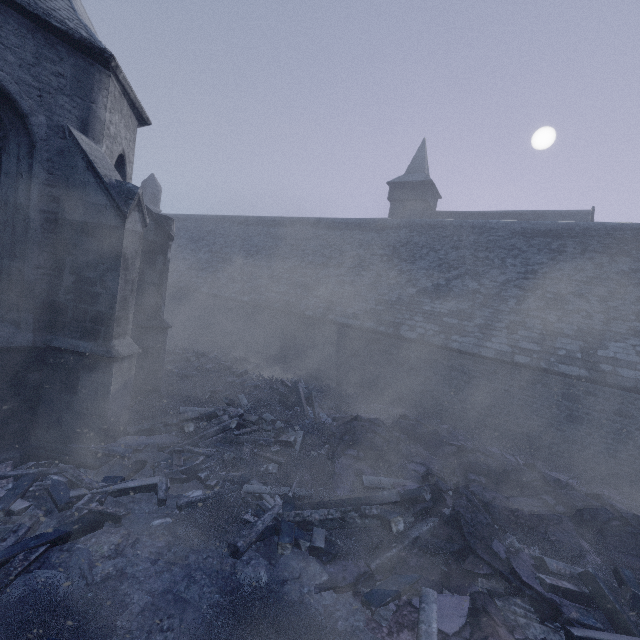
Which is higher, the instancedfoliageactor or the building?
the building

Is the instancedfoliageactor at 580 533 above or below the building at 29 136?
below

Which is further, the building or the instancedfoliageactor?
the building

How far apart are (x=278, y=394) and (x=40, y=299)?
7.1 meters

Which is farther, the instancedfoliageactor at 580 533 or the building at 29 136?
the building at 29 136
